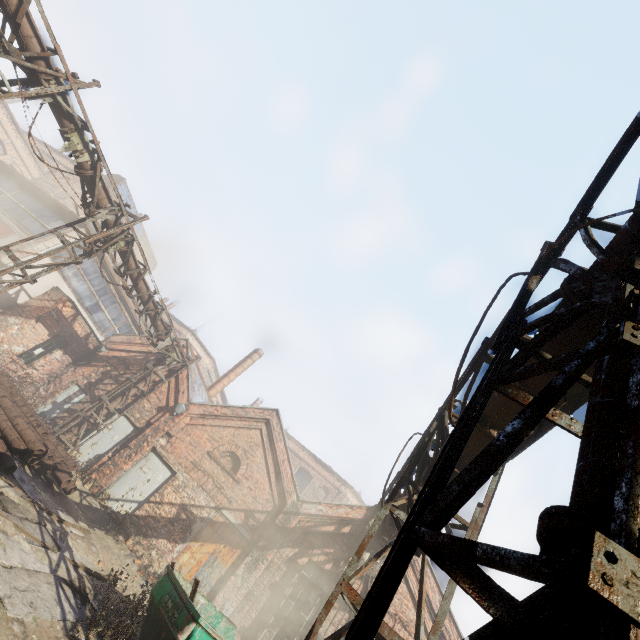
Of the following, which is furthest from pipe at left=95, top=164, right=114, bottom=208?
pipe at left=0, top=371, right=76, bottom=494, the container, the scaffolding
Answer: pipe at left=0, top=371, right=76, bottom=494

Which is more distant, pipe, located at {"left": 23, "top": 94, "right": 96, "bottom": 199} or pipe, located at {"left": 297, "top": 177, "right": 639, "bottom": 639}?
pipe, located at {"left": 23, "top": 94, "right": 96, "bottom": 199}

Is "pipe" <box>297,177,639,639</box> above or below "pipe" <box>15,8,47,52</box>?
below

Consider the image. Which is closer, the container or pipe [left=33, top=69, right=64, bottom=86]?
the container

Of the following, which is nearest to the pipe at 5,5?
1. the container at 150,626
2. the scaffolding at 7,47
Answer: the scaffolding at 7,47

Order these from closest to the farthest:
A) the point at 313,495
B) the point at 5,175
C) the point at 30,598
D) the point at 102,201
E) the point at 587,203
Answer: the point at 587,203 → the point at 30,598 → the point at 102,201 → the point at 5,175 → the point at 313,495

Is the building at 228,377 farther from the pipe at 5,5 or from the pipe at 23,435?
the pipe at 23,435

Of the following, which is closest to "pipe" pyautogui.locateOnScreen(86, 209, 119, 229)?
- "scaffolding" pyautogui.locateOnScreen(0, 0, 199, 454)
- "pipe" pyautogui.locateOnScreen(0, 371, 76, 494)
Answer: "scaffolding" pyautogui.locateOnScreen(0, 0, 199, 454)
